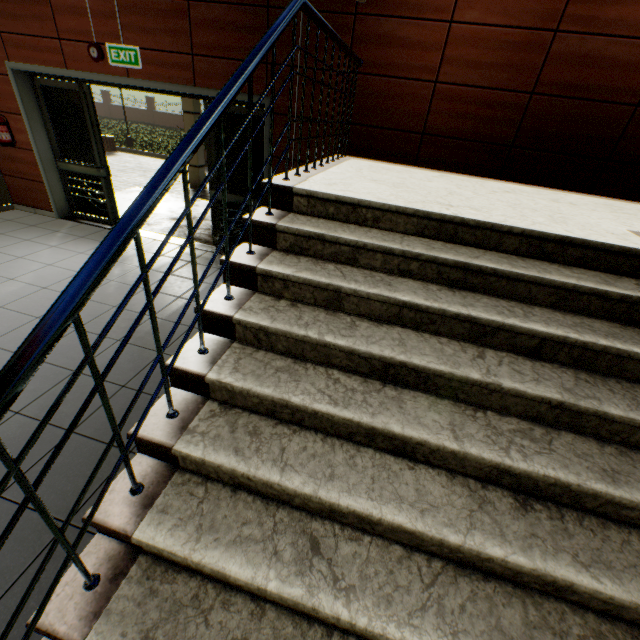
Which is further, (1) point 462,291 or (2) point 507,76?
(2) point 507,76

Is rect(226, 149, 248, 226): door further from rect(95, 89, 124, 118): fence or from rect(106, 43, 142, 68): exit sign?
rect(95, 89, 124, 118): fence

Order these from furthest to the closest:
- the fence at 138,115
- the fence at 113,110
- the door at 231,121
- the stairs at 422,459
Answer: the fence at 113,110 → the fence at 138,115 → the door at 231,121 → the stairs at 422,459

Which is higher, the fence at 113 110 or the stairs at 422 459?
the stairs at 422 459

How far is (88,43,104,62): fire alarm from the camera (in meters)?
4.21

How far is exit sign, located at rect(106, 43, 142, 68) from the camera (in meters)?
4.17

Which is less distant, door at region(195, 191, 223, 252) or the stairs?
the stairs
